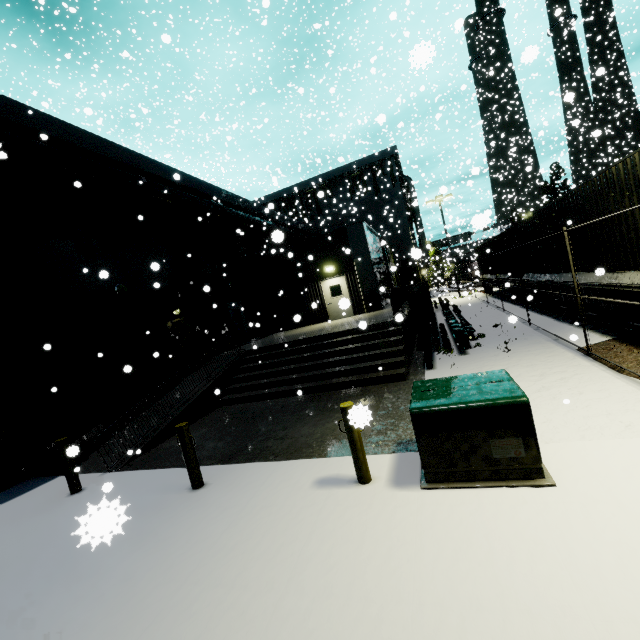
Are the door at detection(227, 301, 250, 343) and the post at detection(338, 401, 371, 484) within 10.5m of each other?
no

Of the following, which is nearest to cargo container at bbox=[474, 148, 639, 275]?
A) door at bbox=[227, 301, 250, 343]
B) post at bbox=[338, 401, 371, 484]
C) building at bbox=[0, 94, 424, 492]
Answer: building at bbox=[0, 94, 424, 492]

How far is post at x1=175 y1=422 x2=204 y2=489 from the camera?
5.52m

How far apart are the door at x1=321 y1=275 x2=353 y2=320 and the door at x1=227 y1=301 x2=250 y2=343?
5.0 meters

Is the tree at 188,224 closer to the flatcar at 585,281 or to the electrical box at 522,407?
the electrical box at 522,407

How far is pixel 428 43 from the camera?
2.3 meters

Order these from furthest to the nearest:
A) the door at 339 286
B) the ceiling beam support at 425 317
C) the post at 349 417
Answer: the ceiling beam support at 425 317 → the door at 339 286 → the post at 349 417

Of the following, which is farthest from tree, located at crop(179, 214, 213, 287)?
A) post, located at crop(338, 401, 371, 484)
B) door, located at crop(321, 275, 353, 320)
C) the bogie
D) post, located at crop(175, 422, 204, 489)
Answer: the bogie
